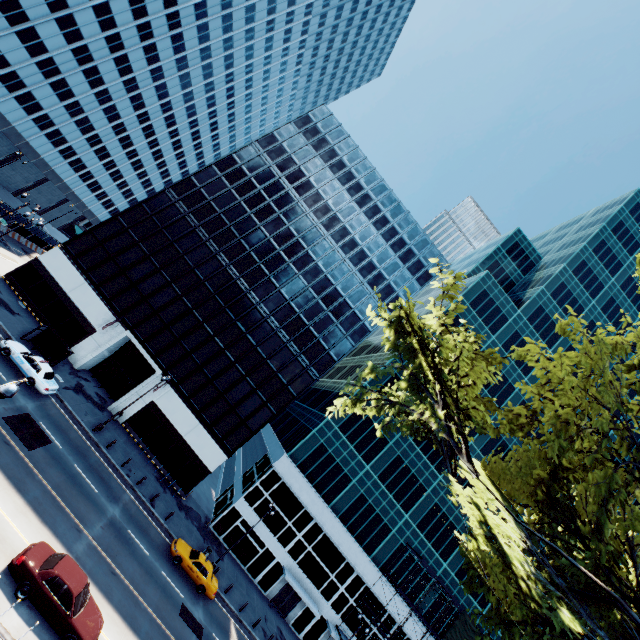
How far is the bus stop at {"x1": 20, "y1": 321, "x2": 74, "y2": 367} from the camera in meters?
28.4 m

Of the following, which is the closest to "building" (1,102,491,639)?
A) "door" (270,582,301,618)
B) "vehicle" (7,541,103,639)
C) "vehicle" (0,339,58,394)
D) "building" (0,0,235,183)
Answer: "vehicle" (0,339,58,394)

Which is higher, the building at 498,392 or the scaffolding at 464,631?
the building at 498,392

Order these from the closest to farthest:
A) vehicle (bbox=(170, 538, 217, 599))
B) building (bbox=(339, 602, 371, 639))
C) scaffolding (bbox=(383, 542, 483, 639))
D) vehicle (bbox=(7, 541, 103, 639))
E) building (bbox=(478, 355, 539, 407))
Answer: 1. vehicle (bbox=(7, 541, 103, 639))
2. vehicle (bbox=(170, 538, 217, 599))
3. scaffolding (bbox=(383, 542, 483, 639))
4. building (bbox=(339, 602, 371, 639))
5. building (bbox=(478, 355, 539, 407))

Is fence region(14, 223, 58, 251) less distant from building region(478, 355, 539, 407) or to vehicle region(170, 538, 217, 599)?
vehicle region(170, 538, 217, 599)

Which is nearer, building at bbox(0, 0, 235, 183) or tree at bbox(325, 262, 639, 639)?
tree at bbox(325, 262, 639, 639)

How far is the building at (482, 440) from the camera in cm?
4425

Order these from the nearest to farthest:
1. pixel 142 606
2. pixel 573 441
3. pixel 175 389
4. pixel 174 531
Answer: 1. pixel 573 441
2. pixel 142 606
3. pixel 174 531
4. pixel 175 389
